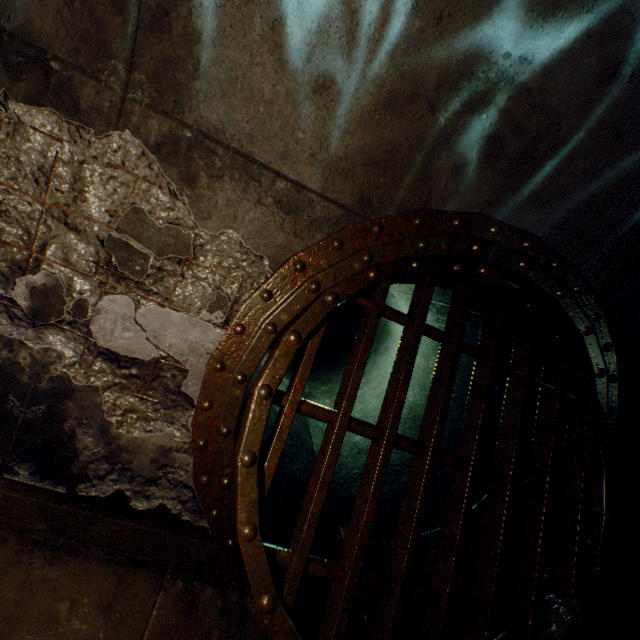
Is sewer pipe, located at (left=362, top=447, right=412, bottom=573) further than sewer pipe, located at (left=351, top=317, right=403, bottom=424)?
No

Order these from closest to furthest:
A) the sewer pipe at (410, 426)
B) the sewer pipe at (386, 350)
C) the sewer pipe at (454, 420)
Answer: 1. the sewer pipe at (454, 420)
2. the sewer pipe at (410, 426)
3. the sewer pipe at (386, 350)

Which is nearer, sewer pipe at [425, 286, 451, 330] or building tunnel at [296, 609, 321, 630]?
building tunnel at [296, 609, 321, 630]

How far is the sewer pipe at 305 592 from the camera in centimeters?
224cm

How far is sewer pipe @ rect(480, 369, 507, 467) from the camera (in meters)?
3.23

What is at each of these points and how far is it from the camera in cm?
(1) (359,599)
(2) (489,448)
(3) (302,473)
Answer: (1) sewer pipe, 235
(2) sewer pipe, 327
(3) sewer pipe, 351
